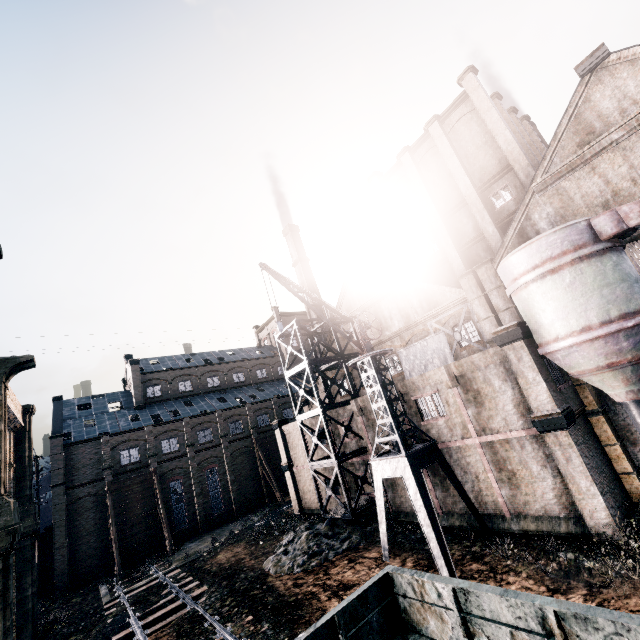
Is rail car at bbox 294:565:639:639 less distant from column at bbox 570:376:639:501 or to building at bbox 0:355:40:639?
building at bbox 0:355:40:639

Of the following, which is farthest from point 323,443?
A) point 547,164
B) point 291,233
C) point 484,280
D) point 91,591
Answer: point 291,233

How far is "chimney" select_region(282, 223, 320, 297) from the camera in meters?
50.7

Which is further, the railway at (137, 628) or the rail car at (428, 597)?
the railway at (137, 628)

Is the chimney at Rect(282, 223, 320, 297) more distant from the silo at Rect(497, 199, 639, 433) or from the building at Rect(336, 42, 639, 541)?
the silo at Rect(497, 199, 639, 433)

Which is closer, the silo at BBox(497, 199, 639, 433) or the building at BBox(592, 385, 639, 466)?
the silo at BBox(497, 199, 639, 433)

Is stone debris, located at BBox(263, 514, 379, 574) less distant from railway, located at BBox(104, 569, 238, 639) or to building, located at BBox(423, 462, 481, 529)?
building, located at BBox(423, 462, 481, 529)

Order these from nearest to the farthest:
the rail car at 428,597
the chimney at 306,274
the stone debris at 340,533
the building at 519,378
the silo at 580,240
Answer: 1. the rail car at 428,597
2. the silo at 580,240
3. the building at 519,378
4. the stone debris at 340,533
5. the chimney at 306,274
